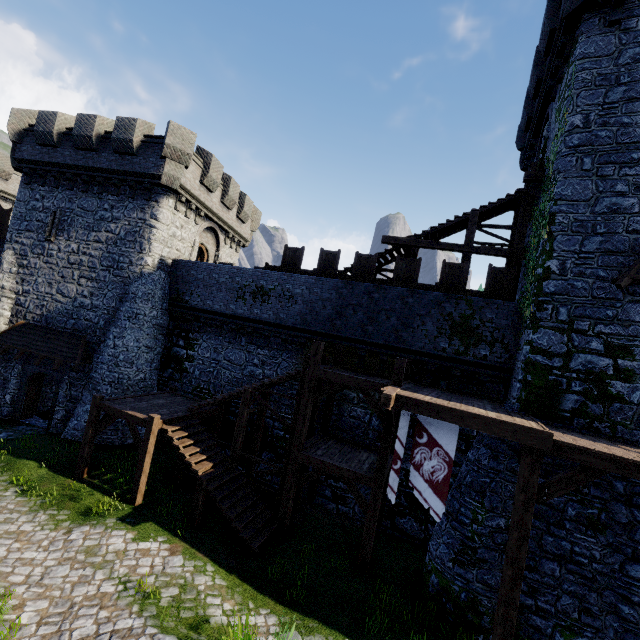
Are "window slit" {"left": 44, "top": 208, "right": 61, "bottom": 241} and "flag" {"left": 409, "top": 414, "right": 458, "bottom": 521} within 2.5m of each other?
no

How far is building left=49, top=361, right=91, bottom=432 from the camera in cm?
1692

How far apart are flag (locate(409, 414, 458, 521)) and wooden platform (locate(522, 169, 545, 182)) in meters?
10.6 m

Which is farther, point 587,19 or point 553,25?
point 553,25

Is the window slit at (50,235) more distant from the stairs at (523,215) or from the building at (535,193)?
the building at (535,193)

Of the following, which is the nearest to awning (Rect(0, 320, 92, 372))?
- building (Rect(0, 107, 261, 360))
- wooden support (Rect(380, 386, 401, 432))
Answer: building (Rect(0, 107, 261, 360))

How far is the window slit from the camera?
18.1 meters

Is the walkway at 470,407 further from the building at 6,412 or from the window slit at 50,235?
the window slit at 50,235
